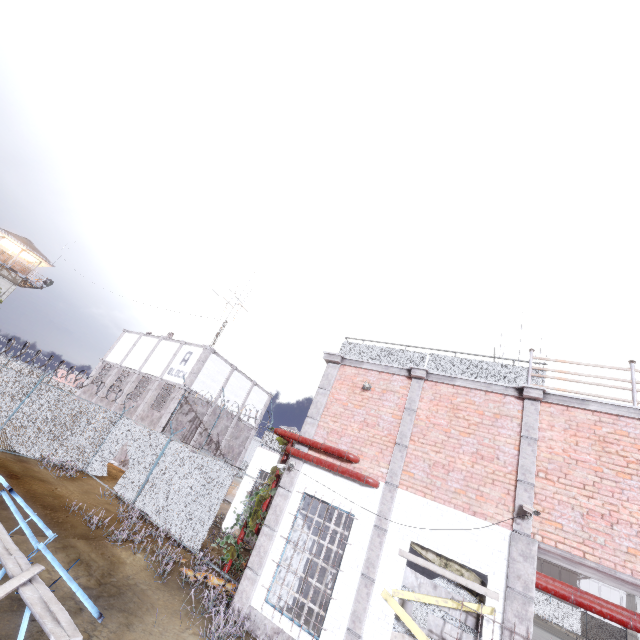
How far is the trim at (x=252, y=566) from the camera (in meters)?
8.01

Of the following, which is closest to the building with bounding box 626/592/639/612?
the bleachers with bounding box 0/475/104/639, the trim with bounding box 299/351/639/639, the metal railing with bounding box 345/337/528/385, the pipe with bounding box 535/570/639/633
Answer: the metal railing with bounding box 345/337/528/385

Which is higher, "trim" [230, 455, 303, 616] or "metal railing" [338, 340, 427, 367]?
"metal railing" [338, 340, 427, 367]

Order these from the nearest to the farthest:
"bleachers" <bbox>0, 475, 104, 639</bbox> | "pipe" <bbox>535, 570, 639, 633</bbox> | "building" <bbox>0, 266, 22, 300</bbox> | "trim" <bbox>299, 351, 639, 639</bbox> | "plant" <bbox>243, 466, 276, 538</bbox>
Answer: "bleachers" <bbox>0, 475, 104, 639</bbox>, "pipe" <bbox>535, 570, 639, 633</bbox>, "trim" <bbox>299, 351, 639, 639</bbox>, "plant" <bbox>243, 466, 276, 538</bbox>, "building" <bbox>0, 266, 22, 300</bbox>

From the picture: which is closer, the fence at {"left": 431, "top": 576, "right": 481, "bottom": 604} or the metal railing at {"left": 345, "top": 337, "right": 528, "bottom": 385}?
the fence at {"left": 431, "top": 576, "right": 481, "bottom": 604}

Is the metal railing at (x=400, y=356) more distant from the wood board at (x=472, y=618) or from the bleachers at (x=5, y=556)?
the bleachers at (x=5, y=556)

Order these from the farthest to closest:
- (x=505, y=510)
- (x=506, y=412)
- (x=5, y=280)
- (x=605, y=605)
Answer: (x=5, y=280) → (x=506, y=412) → (x=505, y=510) → (x=605, y=605)

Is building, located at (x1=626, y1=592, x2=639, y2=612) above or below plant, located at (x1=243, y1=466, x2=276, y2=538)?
above
